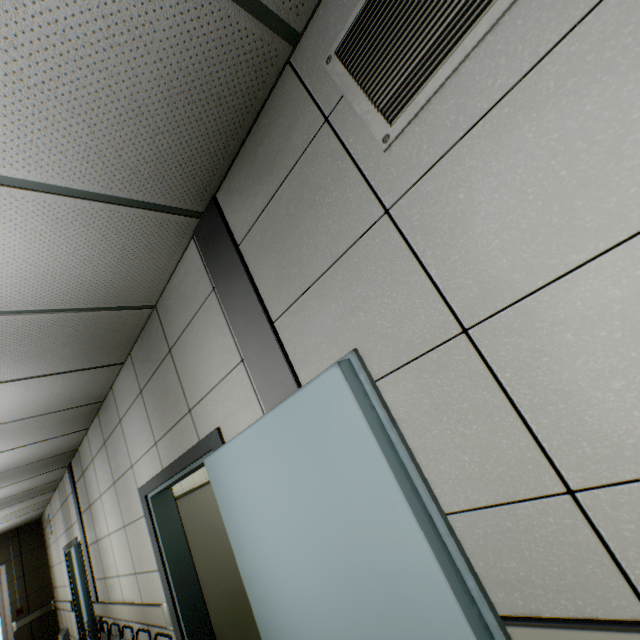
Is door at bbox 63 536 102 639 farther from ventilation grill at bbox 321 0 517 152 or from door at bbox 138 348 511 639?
ventilation grill at bbox 321 0 517 152

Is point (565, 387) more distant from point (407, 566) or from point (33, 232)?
point (33, 232)

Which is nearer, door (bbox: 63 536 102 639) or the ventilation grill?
the ventilation grill

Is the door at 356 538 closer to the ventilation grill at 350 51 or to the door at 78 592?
the ventilation grill at 350 51

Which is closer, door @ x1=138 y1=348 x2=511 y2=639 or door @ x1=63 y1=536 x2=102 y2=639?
door @ x1=138 y1=348 x2=511 y2=639

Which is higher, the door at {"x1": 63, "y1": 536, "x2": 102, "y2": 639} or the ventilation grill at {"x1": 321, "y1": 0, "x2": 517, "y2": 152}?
the ventilation grill at {"x1": 321, "y1": 0, "x2": 517, "y2": 152}

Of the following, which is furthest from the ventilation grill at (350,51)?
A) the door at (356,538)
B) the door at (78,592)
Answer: the door at (78,592)
